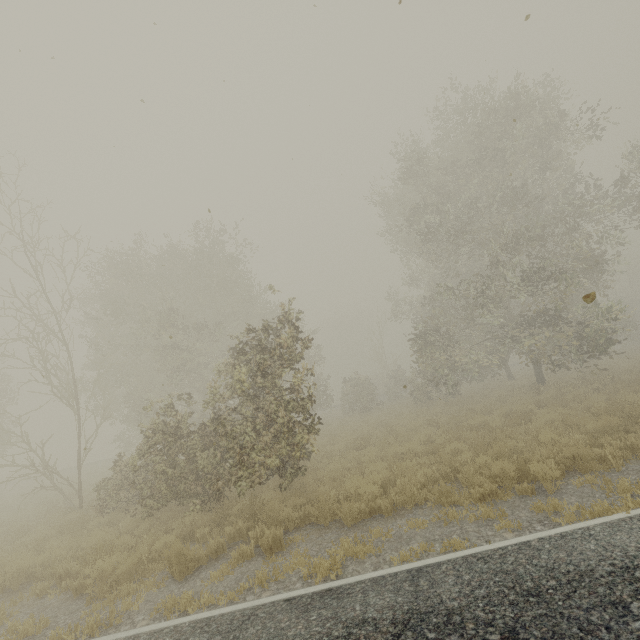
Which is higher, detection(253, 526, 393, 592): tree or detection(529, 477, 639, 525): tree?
detection(253, 526, 393, 592): tree

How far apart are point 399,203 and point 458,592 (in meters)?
19.45

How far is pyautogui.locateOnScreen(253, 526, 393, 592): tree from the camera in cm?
516

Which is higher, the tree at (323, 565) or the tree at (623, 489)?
the tree at (323, 565)

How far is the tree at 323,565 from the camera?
5.16m
